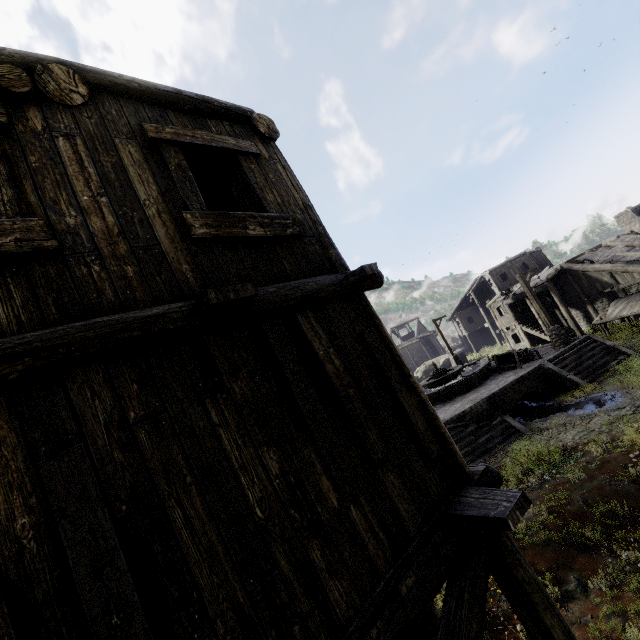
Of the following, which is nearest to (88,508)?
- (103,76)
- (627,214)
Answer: (103,76)

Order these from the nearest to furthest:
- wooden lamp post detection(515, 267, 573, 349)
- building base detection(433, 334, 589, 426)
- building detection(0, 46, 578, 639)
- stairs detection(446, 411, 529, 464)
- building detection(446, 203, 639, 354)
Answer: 1. building detection(0, 46, 578, 639)
2. stairs detection(446, 411, 529, 464)
3. building base detection(433, 334, 589, 426)
4. wooden lamp post detection(515, 267, 573, 349)
5. building detection(446, 203, 639, 354)

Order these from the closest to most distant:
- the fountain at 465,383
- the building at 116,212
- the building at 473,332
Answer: the building at 116,212
the fountain at 465,383
the building at 473,332

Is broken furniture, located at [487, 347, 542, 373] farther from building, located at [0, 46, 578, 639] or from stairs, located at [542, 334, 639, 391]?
building, located at [0, 46, 578, 639]

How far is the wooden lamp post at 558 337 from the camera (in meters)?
18.17

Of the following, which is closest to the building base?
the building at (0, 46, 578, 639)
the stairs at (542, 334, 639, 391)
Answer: the stairs at (542, 334, 639, 391)

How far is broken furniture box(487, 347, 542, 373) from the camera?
18.3 meters

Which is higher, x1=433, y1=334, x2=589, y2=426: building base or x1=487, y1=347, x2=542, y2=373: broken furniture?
x1=487, y1=347, x2=542, y2=373: broken furniture
